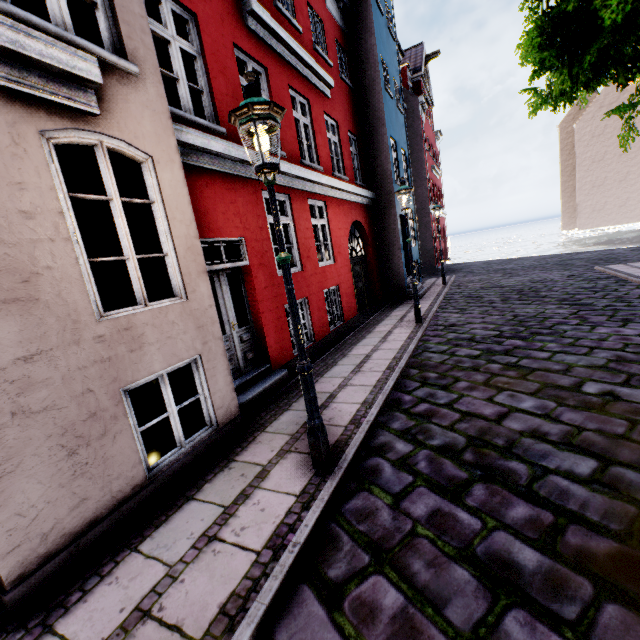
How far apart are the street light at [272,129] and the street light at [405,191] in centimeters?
635cm

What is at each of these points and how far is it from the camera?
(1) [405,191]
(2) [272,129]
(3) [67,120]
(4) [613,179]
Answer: (1) street light, 8.4m
(2) street light, 3.1m
(3) building, 3.0m
(4) building, 39.7m

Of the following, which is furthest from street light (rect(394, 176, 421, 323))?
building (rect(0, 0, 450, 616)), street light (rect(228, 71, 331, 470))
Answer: street light (rect(228, 71, 331, 470))

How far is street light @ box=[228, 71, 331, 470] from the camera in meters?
2.8

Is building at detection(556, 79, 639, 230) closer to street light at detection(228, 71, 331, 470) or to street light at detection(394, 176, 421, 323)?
street light at detection(228, 71, 331, 470)

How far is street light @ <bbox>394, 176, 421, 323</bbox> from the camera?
8.5 meters

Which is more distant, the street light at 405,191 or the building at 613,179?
the building at 613,179

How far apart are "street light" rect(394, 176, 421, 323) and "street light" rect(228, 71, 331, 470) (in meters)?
6.35
